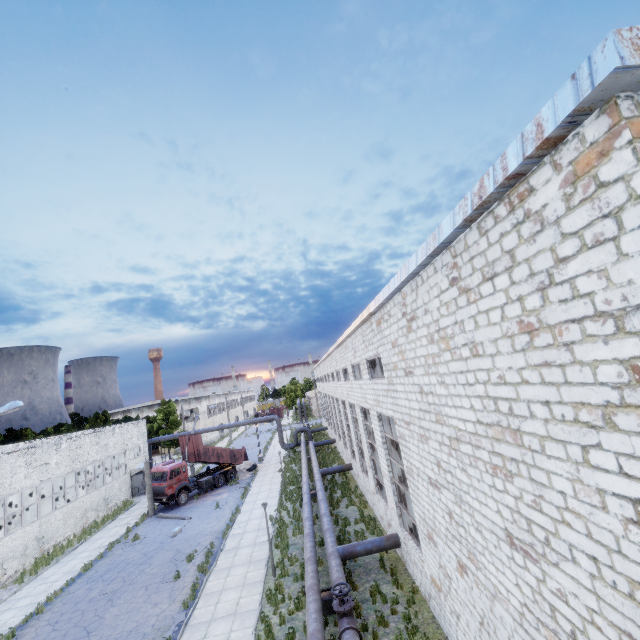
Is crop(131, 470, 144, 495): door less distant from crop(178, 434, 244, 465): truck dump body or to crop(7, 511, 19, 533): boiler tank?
crop(178, 434, 244, 465): truck dump body

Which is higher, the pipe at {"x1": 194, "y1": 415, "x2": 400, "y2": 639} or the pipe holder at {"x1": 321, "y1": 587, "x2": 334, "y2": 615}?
the pipe at {"x1": 194, "y1": 415, "x2": 400, "y2": 639}

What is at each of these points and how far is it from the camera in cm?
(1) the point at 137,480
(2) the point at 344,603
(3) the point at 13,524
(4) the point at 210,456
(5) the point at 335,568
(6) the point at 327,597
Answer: (1) door, 3569
(2) pipe valve, 1066
(3) boiler tank, 2806
(4) truck dump body, 3228
(5) pipe, 1311
(6) pipe holder, 1264

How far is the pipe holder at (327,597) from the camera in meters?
12.4 m

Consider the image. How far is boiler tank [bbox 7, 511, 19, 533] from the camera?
27.28m

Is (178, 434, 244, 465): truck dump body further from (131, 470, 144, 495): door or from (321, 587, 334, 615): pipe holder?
(321, 587, 334, 615): pipe holder

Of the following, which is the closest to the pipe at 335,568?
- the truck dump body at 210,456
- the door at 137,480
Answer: the truck dump body at 210,456

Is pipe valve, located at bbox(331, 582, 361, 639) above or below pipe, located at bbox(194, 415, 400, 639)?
above
